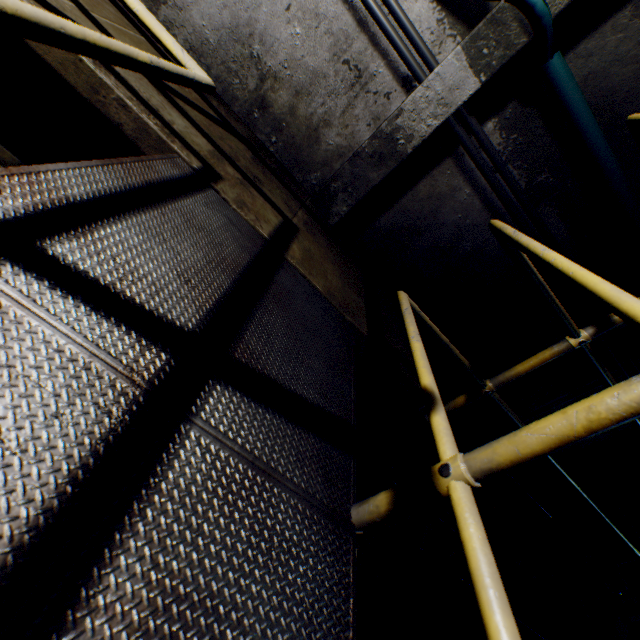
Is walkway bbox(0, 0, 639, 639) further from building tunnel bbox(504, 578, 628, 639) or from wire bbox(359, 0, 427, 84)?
wire bbox(359, 0, 427, 84)

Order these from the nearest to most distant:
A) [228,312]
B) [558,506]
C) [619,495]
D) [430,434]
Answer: [228,312]
[430,434]
[558,506]
[619,495]

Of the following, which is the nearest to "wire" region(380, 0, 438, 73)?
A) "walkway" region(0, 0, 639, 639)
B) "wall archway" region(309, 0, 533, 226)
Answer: "wall archway" region(309, 0, 533, 226)

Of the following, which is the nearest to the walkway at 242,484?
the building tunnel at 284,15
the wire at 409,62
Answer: the building tunnel at 284,15

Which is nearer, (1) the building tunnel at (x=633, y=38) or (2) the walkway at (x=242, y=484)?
(2) the walkway at (x=242, y=484)

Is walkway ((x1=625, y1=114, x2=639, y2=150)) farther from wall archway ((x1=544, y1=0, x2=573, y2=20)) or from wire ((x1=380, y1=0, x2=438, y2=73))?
wire ((x1=380, y1=0, x2=438, y2=73))

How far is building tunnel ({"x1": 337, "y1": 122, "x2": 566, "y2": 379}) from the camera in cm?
245
